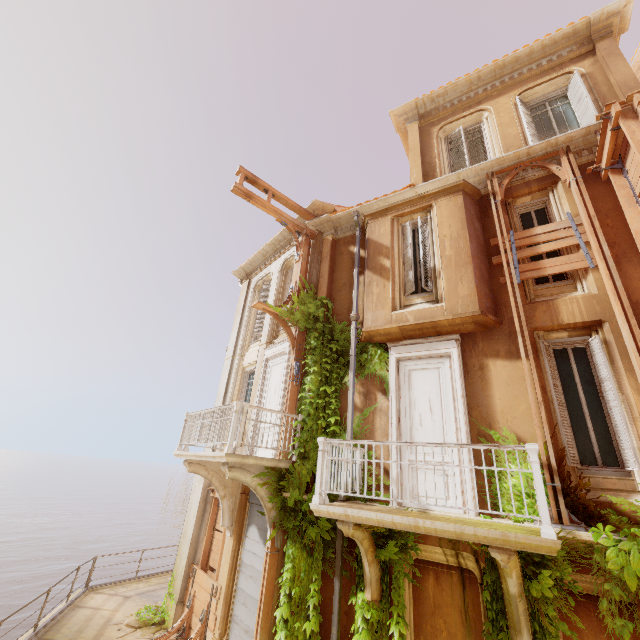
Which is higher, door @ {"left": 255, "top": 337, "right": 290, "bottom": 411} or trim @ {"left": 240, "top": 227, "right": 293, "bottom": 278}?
trim @ {"left": 240, "top": 227, "right": 293, "bottom": 278}

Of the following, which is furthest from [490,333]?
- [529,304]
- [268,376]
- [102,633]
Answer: [102,633]

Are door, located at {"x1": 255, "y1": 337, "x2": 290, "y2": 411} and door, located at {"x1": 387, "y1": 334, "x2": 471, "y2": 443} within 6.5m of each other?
yes

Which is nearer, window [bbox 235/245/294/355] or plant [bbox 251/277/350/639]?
plant [bbox 251/277/350/639]

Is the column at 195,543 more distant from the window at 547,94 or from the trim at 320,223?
the window at 547,94

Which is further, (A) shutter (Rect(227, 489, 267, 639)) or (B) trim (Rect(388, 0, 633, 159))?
(B) trim (Rect(388, 0, 633, 159))

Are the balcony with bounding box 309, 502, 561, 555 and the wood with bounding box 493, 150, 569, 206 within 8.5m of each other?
yes

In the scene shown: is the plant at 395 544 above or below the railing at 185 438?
below
